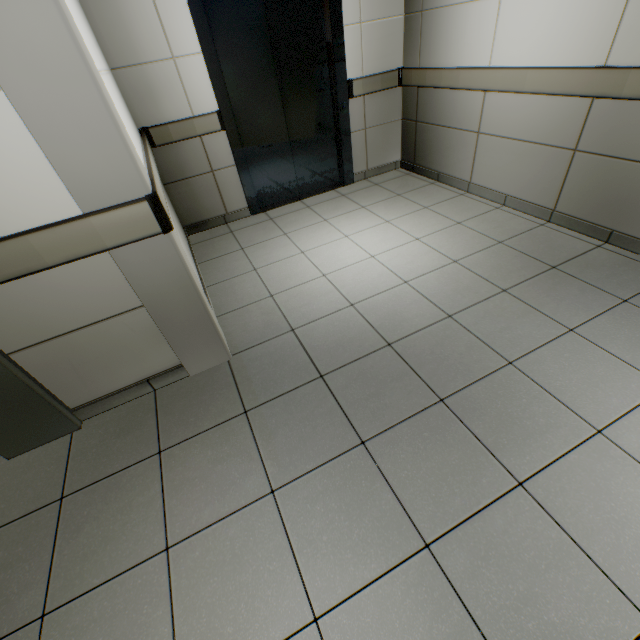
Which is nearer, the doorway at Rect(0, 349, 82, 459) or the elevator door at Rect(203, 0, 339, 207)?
the doorway at Rect(0, 349, 82, 459)

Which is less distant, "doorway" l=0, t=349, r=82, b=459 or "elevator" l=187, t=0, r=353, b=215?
"doorway" l=0, t=349, r=82, b=459

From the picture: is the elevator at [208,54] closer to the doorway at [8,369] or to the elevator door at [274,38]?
the elevator door at [274,38]

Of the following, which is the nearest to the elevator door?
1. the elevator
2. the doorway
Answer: the elevator

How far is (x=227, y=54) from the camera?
3.2m

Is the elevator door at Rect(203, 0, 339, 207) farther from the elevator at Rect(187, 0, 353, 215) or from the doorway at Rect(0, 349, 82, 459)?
the doorway at Rect(0, 349, 82, 459)
